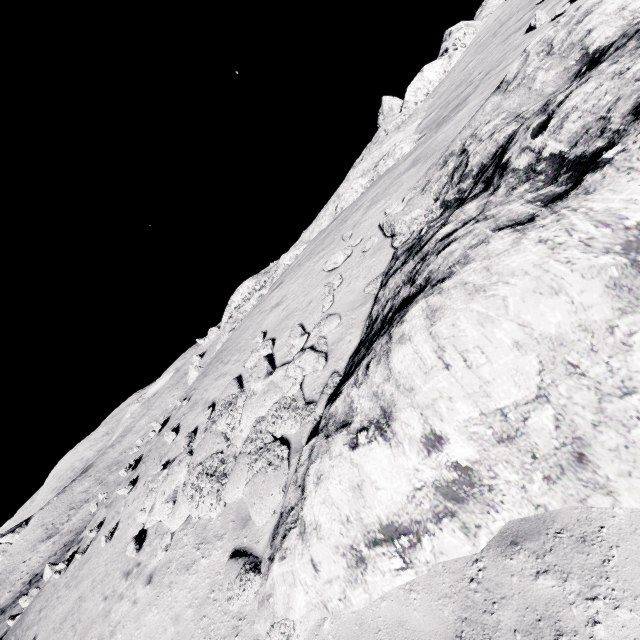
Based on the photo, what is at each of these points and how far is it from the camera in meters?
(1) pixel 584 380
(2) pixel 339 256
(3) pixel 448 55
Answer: (1) stone, 3.3 m
(2) stone, 11.4 m
(3) stone, 24.2 m

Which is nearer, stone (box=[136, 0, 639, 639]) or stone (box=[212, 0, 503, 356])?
stone (box=[136, 0, 639, 639])

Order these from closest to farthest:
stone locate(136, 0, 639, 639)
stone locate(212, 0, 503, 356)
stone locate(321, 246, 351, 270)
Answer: stone locate(136, 0, 639, 639) < stone locate(321, 246, 351, 270) < stone locate(212, 0, 503, 356)

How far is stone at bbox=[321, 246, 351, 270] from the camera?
11.3m

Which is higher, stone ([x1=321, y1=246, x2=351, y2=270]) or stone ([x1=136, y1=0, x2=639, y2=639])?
stone ([x1=321, y1=246, x2=351, y2=270])

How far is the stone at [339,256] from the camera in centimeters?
1129cm

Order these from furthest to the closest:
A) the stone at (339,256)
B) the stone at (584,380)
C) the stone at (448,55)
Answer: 1. the stone at (448,55)
2. the stone at (339,256)
3. the stone at (584,380)
